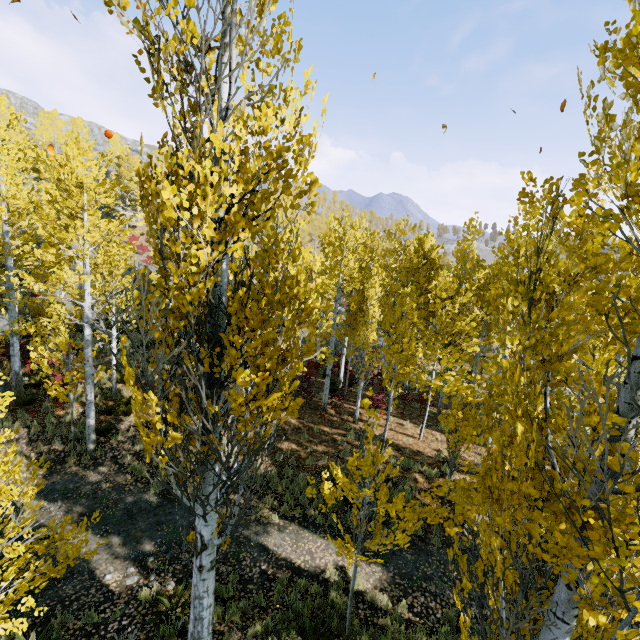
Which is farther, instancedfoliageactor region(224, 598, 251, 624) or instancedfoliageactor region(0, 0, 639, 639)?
instancedfoliageactor region(224, 598, 251, 624)

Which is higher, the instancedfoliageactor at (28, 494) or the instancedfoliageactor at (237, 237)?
the instancedfoliageactor at (237, 237)

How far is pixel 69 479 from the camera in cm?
1039

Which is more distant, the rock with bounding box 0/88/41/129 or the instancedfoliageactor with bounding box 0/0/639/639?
the rock with bounding box 0/88/41/129

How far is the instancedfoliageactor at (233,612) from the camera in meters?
6.5

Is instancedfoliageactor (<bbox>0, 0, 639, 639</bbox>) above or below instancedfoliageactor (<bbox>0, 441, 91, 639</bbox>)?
above

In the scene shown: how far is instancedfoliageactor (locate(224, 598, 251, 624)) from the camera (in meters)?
6.53

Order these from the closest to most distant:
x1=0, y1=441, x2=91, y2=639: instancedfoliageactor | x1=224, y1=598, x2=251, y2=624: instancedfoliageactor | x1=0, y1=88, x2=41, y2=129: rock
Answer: x1=0, y1=441, x2=91, y2=639: instancedfoliageactor, x1=224, y1=598, x2=251, y2=624: instancedfoliageactor, x1=0, y1=88, x2=41, y2=129: rock
